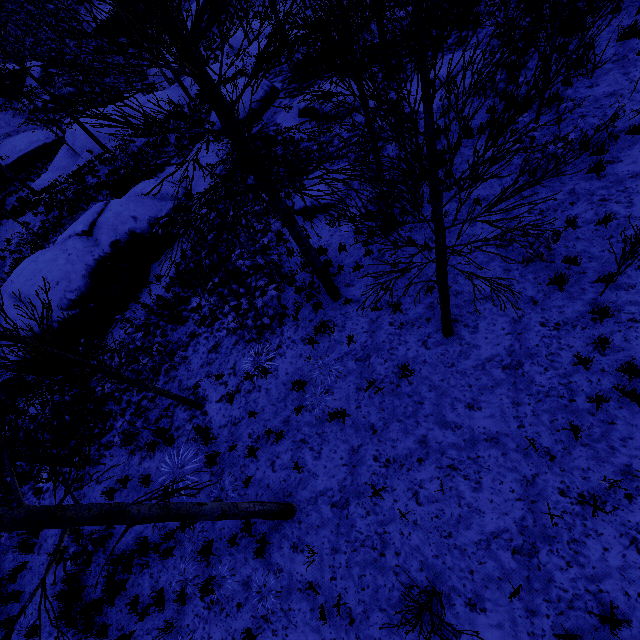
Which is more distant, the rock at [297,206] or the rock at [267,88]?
the rock at [267,88]

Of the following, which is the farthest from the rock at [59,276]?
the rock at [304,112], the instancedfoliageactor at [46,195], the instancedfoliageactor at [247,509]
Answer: the instancedfoliageactor at [46,195]

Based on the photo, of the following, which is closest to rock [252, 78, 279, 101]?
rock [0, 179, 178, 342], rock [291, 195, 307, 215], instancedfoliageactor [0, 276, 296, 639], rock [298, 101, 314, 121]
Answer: rock [298, 101, 314, 121]

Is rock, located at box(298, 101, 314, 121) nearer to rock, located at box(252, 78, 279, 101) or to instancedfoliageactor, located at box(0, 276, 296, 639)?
rock, located at box(252, 78, 279, 101)

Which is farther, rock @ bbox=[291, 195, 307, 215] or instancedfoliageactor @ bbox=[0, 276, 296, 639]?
rock @ bbox=[291, 195, 307, 215]

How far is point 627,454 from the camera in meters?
5.0

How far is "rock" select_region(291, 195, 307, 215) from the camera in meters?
10.7 m

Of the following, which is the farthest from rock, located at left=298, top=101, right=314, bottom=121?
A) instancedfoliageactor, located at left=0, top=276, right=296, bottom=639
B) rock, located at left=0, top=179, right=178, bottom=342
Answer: instancedfoliageactor, located at left=0, top=276, right=296, bottom=639
